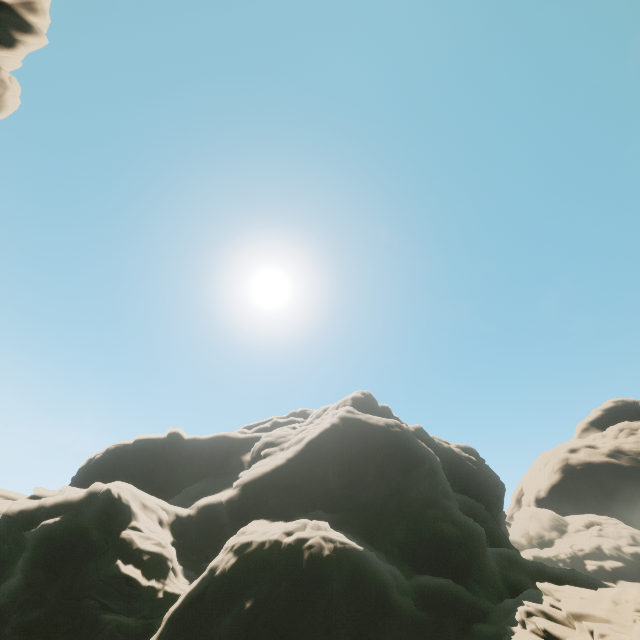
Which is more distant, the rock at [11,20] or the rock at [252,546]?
the rock at [11,20]

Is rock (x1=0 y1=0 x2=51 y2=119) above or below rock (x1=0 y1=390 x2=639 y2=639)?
above

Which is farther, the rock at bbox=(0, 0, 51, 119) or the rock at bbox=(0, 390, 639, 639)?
the rock at bbox=(0, 0, 51, 119)

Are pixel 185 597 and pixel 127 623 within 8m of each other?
yes

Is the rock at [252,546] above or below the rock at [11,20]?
below
